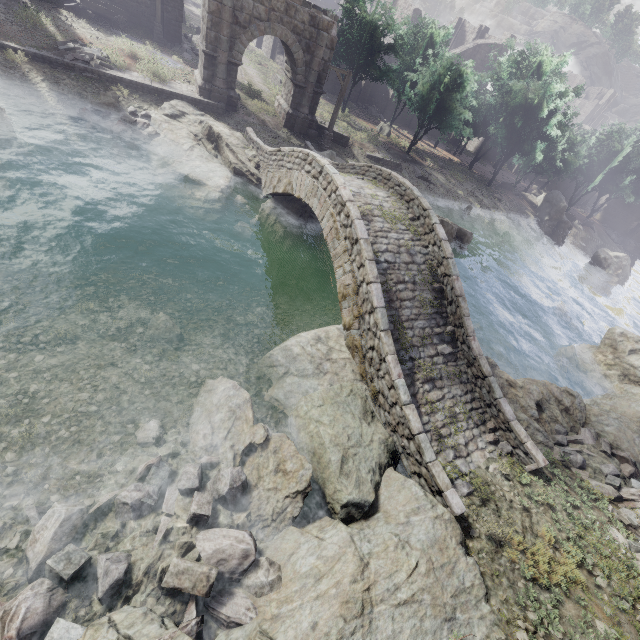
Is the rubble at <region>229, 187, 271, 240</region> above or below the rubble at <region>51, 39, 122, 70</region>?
below

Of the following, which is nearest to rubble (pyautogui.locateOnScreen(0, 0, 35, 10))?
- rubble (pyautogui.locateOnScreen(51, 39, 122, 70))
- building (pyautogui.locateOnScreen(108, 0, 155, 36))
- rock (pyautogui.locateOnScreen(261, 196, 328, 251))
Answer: building (pyautogui.locateOnScreen(108, 0, 155, 36))

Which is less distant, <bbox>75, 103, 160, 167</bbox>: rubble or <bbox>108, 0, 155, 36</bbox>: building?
<bbox>75, 103, 160, 167</bbox>: rubble

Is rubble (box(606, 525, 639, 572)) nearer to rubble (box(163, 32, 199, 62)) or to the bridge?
the bridge

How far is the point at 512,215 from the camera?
37.2m

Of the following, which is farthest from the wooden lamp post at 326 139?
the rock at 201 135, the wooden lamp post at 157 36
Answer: the wooden lamp post at 157 36

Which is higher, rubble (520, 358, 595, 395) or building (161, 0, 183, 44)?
building (161, 0, 183, 44)

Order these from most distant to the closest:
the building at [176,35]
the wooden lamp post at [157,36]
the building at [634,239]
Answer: the building at [634,239], the building at [176,35], the wooden lamp post at [157,36]
